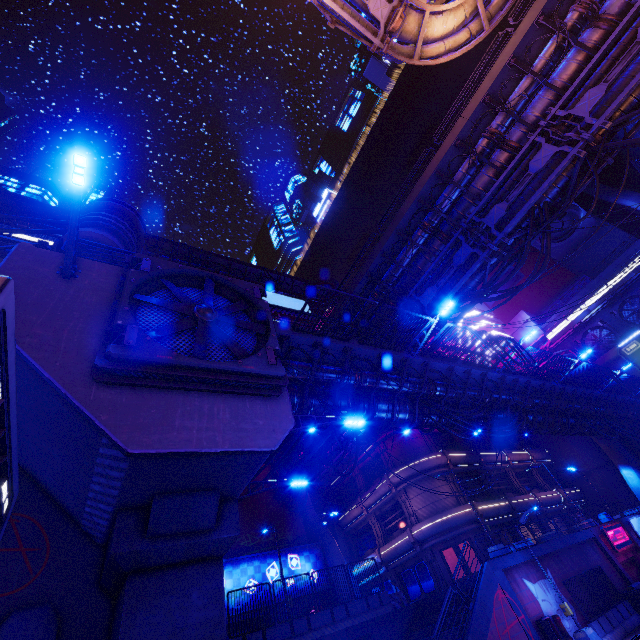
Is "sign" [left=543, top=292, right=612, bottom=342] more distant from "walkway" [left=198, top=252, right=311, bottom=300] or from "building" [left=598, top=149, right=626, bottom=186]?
"walkway" [left=198, top=252, right=311, bottom=300]

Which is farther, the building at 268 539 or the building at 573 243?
the building at 573 243

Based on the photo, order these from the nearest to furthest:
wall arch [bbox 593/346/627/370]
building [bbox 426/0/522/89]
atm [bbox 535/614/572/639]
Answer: atm [bbox 535/614/572/639], wall arch [bbox 593/346/627/370], building [bbox 426/0/522/89]

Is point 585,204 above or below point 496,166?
above

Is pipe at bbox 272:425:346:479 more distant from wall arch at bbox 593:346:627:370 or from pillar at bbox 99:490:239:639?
pillar at bbox 99:490:239:639

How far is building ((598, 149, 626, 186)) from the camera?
53.1m

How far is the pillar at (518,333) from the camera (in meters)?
47.35

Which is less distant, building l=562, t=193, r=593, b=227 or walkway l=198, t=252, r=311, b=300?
building l=562, t=193, r=593, b=227
